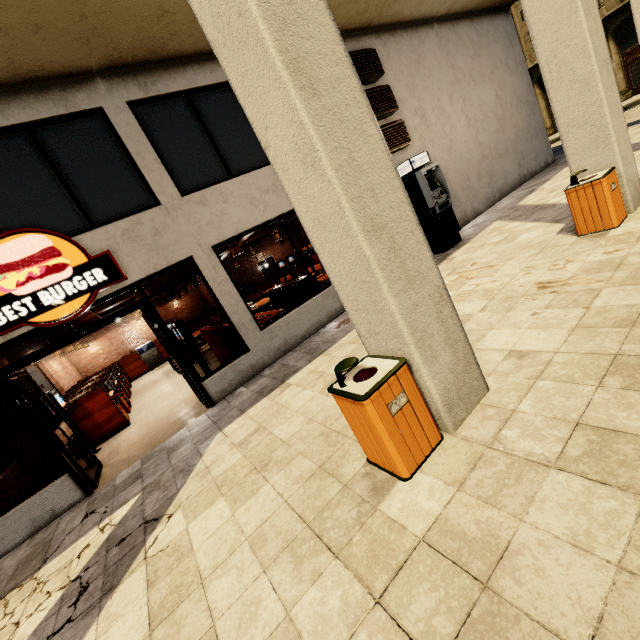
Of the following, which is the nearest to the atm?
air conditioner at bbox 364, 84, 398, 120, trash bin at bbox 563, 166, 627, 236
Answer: air conditioner at bbox 364, 84, 398, 120

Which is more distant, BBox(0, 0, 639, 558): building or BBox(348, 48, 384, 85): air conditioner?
BBox(348, 48, 384, 85): air conditioner

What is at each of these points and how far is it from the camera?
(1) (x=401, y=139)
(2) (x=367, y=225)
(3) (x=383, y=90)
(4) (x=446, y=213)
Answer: (1) air conditioner, 8.48m
(2) building, 2.25m
(3) air conditioner, 8.25m
(4) atm, 8.28m

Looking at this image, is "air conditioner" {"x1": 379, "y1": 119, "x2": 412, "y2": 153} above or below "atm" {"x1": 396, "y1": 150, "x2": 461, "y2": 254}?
above

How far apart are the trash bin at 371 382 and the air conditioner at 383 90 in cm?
744

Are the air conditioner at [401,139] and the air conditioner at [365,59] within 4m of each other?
yes

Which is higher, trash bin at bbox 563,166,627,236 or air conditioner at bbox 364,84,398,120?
air conditioner at bbox 364,84,398,120

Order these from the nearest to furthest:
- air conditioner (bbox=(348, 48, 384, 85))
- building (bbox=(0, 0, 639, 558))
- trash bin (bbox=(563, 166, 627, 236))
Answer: building (bbox=(0, 0, 639, 558)), trash bin (bbox=(563, 166, 627, 236)), air conditioner (bbox=(348, 48, 384, 85))
